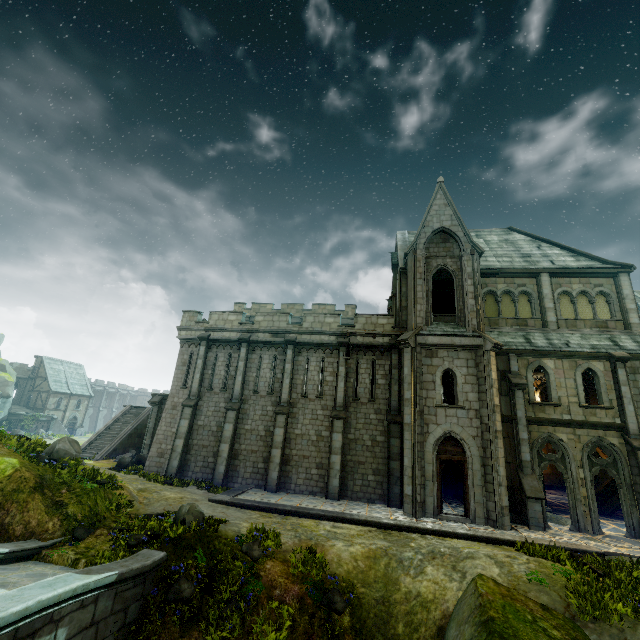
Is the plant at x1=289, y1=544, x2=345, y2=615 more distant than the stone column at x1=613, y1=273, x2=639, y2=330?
No

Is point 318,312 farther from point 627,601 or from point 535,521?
point 627,601

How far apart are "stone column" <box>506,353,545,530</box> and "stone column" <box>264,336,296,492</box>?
12.04m

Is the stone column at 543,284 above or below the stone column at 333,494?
above

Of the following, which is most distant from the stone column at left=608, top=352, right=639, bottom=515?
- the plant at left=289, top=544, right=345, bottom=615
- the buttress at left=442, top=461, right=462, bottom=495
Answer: the plant at left=289, top=544, right=345, bottom=615

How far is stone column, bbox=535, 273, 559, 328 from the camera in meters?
18.9 m

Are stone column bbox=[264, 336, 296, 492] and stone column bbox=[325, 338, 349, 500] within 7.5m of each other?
yes

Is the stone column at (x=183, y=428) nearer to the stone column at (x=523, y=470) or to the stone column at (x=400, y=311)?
the stone column at (x=400, y=311)
